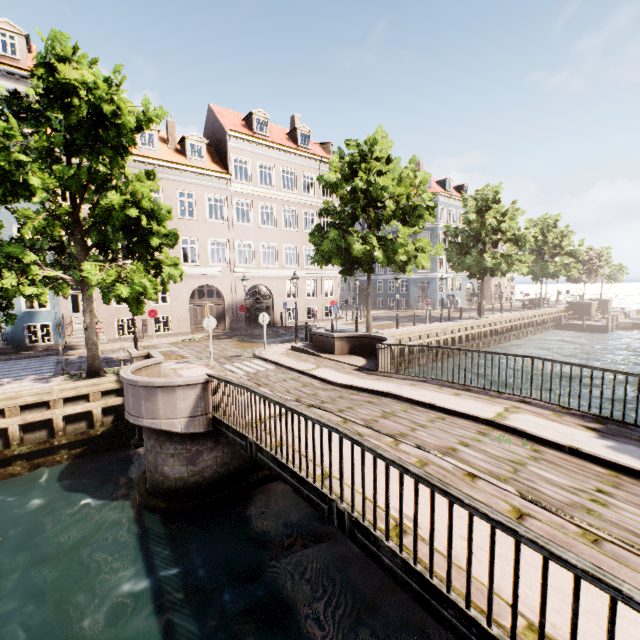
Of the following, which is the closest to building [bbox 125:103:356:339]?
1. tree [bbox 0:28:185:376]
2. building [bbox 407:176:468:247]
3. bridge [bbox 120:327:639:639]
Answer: tree [bbox 0:28:185:376]

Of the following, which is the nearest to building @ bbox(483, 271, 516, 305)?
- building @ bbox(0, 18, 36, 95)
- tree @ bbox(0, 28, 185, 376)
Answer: tree @ bbox(0, 28, 185, 376)

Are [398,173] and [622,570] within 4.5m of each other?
no

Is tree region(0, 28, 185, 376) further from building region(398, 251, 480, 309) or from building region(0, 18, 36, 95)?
building region(398, 251, 480, 309)

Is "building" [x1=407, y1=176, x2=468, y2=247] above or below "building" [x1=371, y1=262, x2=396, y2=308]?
above

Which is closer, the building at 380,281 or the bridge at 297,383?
the bridge at 297,383

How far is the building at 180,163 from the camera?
21.0 meters

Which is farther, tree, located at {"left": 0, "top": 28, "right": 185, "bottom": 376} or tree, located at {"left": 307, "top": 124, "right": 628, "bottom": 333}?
tree, located at {"left": 307, "top": 124, "right": 628, "bottom": 333}
